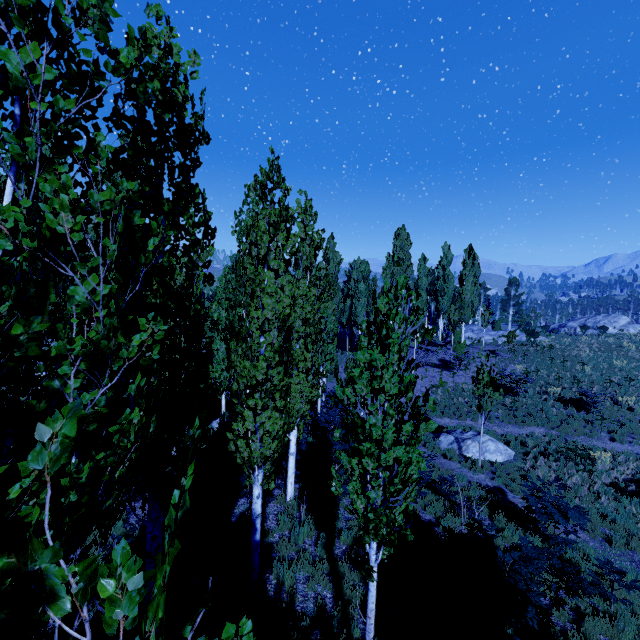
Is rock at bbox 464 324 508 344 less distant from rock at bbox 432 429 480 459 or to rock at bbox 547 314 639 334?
rock at bbox 547 314 639 334

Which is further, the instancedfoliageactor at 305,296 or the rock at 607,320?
the rock at 607,320

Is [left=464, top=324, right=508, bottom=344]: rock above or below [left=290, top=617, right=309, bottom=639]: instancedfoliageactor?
above

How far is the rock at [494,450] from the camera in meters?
14.9

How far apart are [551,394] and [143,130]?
25.1 meters

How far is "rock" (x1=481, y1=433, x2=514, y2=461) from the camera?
14.9m

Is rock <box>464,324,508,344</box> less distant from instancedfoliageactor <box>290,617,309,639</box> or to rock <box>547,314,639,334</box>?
instancedfoliageactor <box>290,617,309,639</box>

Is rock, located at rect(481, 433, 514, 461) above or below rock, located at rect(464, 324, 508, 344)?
below
